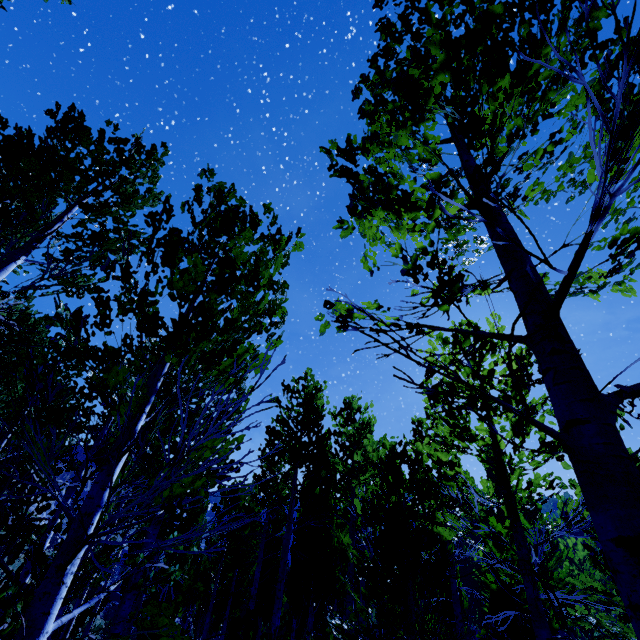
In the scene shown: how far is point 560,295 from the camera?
1.7m
